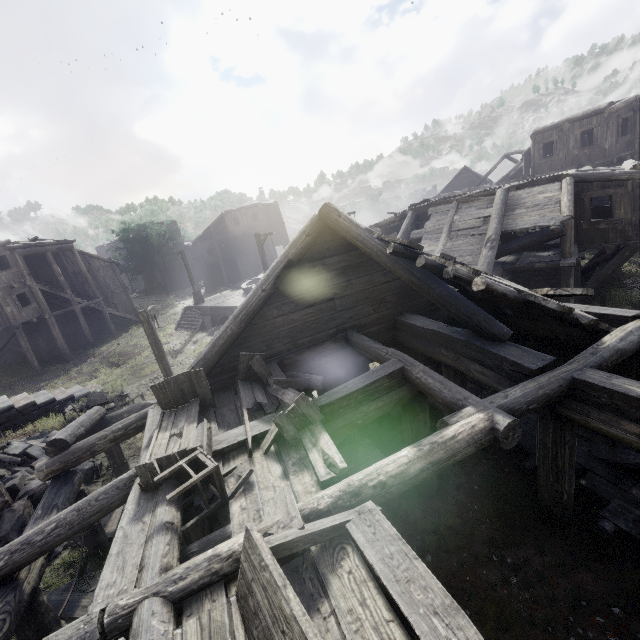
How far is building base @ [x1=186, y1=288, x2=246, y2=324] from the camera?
24.77m

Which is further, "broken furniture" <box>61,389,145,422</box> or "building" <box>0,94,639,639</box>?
"broken furniture" <box>61,389,145,422</box>

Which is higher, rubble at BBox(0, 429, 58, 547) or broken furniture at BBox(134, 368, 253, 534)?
broken furniture at BBox(134, 368, 253, 534)

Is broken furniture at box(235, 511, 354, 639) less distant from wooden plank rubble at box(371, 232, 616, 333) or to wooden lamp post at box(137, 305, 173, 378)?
wooden plank rubble at box(371, 232, 616, 333)

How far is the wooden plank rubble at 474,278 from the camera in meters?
4.7

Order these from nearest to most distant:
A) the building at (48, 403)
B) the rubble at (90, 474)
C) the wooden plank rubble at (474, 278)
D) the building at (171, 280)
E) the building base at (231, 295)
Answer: the wooden plank rubble at (474, 278)
the rubble at (90, 474)
the building at (48, 403)
the building base at (231, 295)
the building at (171, 280)

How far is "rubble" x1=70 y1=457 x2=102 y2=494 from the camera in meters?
9.9 m

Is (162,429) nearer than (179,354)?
Yes
